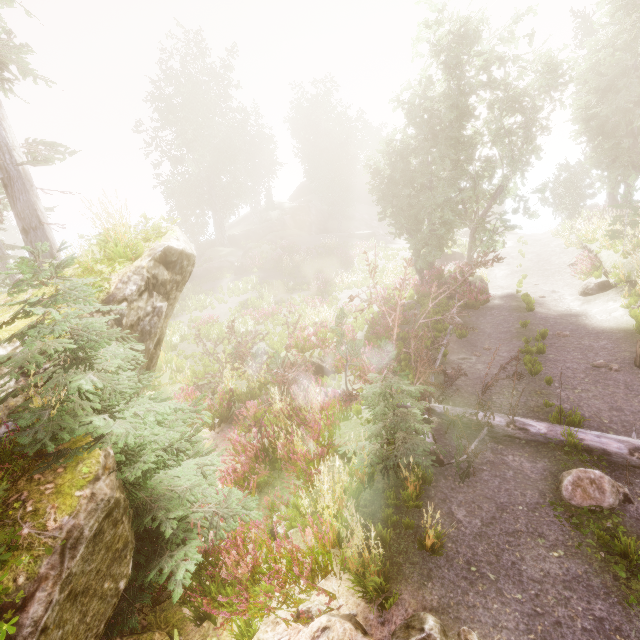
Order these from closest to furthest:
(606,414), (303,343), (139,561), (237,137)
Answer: (139,561)
(606,414)
(303,343)
(237,137)

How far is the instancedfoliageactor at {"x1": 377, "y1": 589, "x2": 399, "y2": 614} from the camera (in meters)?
3.99

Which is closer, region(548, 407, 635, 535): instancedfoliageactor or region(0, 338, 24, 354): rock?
region(0, 338, 24, 354): rock

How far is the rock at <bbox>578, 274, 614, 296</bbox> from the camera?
13.4m

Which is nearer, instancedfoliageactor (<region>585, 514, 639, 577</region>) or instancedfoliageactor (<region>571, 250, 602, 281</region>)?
instancedfoliageactor (<region>585, 514, 639, 577</region>)

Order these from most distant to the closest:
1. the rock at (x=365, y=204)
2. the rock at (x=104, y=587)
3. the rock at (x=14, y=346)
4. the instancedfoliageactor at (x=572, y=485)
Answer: the rock at (x=365, y=204) < the instancedfoliageactor at (x=572, y=485) < the rock at (x=14, y=346) < the rock at (x=104, y=587)

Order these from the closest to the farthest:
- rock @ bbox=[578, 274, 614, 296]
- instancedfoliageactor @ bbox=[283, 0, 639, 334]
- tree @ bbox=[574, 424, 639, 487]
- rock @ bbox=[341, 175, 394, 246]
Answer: tree @ bbox=[574, 424, 639, 487] < rock @ bbox=[578, 274, 614, 296] < instancedfoliageactor @ bbox=[283, 0, 639, 334] < rock @ bbox=[341, 175, 394, 246]

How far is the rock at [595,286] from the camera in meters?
13.4 m
